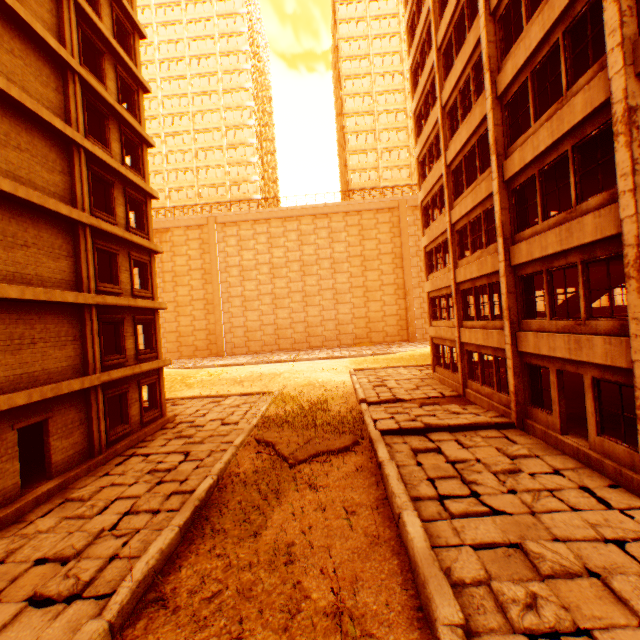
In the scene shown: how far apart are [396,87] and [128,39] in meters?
46.0

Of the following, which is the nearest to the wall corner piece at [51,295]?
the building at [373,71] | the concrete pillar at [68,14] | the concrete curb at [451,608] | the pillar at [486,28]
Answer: the concrete pillar at [68,14]

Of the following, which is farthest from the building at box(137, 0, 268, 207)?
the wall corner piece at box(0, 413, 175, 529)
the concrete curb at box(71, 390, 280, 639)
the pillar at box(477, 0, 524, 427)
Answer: the concrete curb at box(71, 390, 280, 639)

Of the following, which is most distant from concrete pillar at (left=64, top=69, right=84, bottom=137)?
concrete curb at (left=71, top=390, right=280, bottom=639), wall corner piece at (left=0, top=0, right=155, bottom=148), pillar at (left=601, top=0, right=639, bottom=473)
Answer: pillar at (left=601, top=0, right=639, bottom=473)

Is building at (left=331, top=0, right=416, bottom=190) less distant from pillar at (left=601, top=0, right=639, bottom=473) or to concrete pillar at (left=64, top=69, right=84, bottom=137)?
concrete pillar at (left=64, top=69, right=84, bottom=137)

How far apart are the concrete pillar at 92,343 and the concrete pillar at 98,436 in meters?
0.4

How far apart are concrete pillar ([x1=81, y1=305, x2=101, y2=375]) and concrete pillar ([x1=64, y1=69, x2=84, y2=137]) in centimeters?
654cm

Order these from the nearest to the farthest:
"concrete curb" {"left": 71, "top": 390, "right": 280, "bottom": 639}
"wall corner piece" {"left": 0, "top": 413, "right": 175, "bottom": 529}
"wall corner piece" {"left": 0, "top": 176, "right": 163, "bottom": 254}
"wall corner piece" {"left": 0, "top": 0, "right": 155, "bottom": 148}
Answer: "concrete curb" {"left": 71, "top": 390, "right": 280, "bottom": 639} < "wall corner piece" {"left": 0, "top": 413, "right": 175, "bottom": 529} < "wall corner piece" {"left": 0, "top": 176, "right": 163, "bottom": 254} < "wall corner piece" {"left": 0, "top": 0, "right": 155, "bottom": 148}
